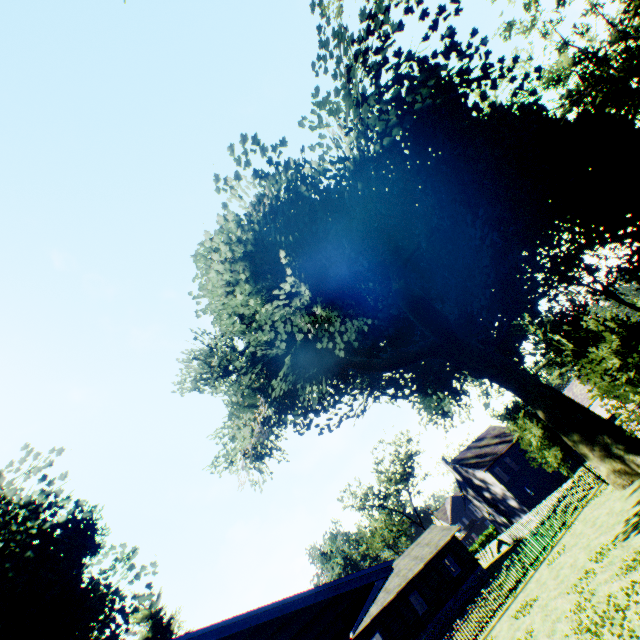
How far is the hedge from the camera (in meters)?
54.19

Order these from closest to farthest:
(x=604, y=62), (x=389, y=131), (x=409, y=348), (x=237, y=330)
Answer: (x=389, y=131)
(x=237, y=330)
(x=409, y=348)
(x=604, y=62)

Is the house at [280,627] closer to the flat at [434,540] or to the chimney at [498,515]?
the flat at [434,540]

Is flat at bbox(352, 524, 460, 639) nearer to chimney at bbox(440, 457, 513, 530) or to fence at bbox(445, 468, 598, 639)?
fence at bbox(445, 468, 598, 639)

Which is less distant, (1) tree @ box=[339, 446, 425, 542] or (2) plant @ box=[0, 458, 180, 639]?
(2) plant @ box=[0, 458, 180, 639]

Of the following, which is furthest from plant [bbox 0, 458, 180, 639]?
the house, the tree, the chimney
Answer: the chimney

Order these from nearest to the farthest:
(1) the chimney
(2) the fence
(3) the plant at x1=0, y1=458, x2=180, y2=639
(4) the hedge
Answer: (3) the plant at x1=0, y1=458, x2=180, y2=639
(2) the fence
(1) the chimney
(4) the hedge

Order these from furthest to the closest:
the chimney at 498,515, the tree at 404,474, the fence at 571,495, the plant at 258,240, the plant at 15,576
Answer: the tree at 404,474 < the chimney at 498,515 < the fence at 571,495 < the plant at 258,240 < the plant at 15,576
